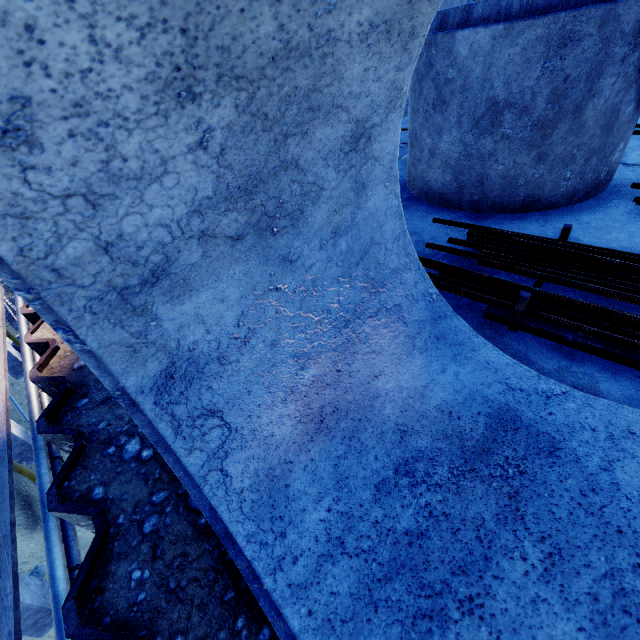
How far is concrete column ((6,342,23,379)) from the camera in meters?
12.6

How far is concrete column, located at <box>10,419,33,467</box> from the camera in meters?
9.4 m

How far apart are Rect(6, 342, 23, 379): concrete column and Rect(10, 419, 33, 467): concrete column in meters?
4.3 m

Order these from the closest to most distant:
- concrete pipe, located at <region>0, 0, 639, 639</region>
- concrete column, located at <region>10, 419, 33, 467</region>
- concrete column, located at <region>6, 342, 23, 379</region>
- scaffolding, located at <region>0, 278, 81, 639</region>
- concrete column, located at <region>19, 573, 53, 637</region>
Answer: concrete pipe, located at <region>0, 0, 639, 639</region> < scaffolding, located at <region>0, 278, 81, 639</region> < concrete column, located at <region>19, 573, 53, 637</region> < concrete column, located at <region>10, 419, 33, 467</region> < concrete column, located at <region>6, 342, 23, 379</region>

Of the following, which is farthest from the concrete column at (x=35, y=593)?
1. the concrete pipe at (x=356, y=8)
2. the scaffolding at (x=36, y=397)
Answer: the concrete pipe at (x=356, y=8)

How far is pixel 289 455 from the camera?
1.08m

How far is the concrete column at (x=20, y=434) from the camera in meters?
9.4 m

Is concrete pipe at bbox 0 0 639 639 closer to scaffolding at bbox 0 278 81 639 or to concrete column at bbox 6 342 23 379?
scaffolding at bbox 0 278 81 639
